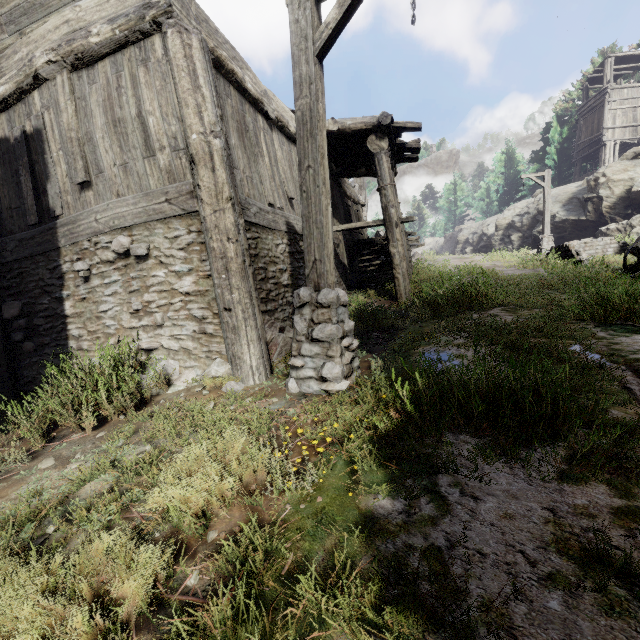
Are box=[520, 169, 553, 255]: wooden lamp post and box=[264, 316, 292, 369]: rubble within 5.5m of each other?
no

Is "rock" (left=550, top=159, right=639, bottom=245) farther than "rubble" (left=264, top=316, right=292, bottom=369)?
Yes

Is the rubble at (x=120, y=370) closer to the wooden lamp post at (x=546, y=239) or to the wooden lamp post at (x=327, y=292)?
the wooden lamp post at (x=327, y=292)

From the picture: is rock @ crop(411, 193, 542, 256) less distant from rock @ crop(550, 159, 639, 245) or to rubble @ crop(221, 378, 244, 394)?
rock @ crop(550, 159, 639, 245)

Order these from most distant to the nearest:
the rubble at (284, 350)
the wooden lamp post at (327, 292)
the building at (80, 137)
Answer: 1. the rubble at (284, 350)
2. the building at (80, 137)
3. the wooden lamp post at (327, 292)

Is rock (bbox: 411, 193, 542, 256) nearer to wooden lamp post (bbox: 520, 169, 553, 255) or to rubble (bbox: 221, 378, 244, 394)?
wooden lamp post (bbox: 520, 169, 553, 255)

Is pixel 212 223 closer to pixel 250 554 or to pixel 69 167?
pixel 69 167

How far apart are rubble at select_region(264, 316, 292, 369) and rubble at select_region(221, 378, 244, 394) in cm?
70
